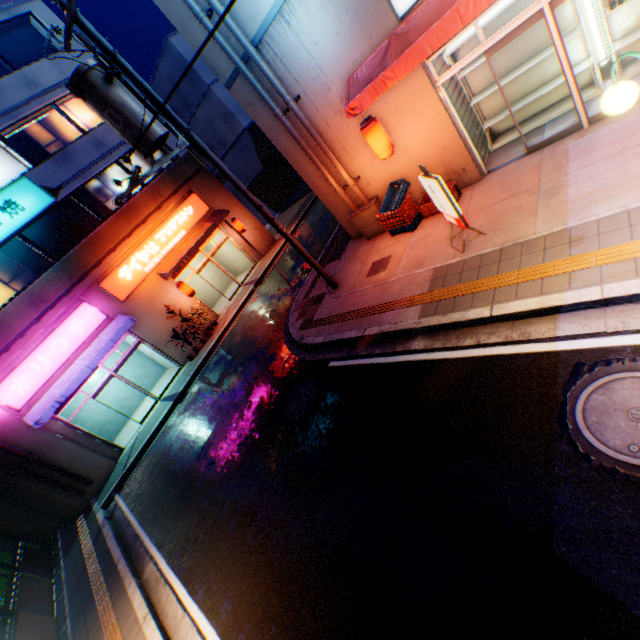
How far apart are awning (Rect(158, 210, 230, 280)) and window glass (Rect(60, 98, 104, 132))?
6.0m

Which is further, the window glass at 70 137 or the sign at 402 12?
the window glass at 70 137

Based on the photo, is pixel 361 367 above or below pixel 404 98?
below

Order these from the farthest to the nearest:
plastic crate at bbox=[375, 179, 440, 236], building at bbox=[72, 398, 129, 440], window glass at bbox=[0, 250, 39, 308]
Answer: building at bbox=[72, 398, 129, 440] < window glass at bbox=[0, 250, 39, 308] < plastic crate at bbox=[375, 179, 440, 236]

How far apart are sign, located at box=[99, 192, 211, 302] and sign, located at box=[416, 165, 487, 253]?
13.52m

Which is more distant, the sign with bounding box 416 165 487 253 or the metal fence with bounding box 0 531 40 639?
the metal fence with bounding box 0 531 40 639

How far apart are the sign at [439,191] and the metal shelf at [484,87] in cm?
322

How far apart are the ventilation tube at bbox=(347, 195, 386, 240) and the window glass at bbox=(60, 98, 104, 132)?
13.7m
